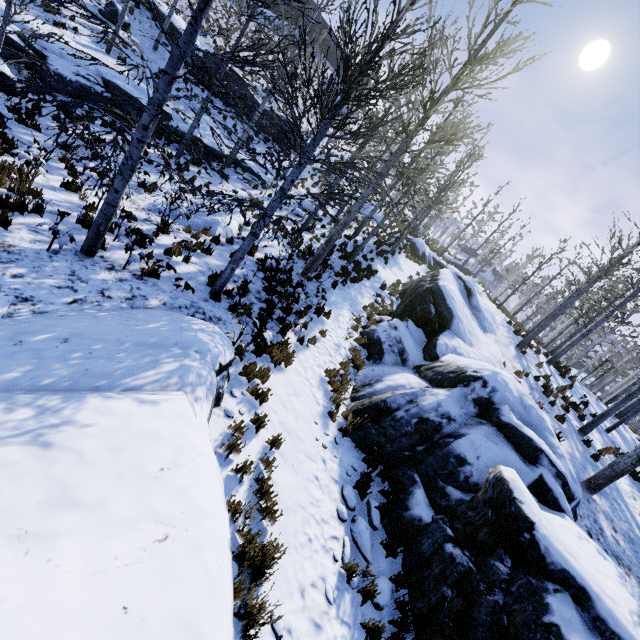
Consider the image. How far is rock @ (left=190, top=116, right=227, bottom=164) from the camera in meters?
17.2 m

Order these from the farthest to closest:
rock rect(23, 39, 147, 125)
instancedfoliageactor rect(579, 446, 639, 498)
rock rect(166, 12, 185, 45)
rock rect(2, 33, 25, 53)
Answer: rock rect(166, 12, 185, 45) < rock rect(23, 39, 147, 125) < rock rect(2, 33, 25, 53) < instancedfoliageactor rect(579, 446, 639, 498)

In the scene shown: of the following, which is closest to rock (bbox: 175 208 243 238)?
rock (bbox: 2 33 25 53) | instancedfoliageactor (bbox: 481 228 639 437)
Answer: instancedfoliageactor (bbox: 481 228 639 437)

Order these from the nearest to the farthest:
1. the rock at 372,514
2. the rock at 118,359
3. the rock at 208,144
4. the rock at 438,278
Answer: the rock at 118,359 < the rock at 438,278 < the rock at 372,514 < the rock at 208,144

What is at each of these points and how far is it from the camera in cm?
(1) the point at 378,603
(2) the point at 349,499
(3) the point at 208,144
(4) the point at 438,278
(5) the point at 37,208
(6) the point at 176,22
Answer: (1) rock, 471
(2) rock, 577
(3) rock, 1783
(4) rock, 1454
(5) instancedfoliageactor, 657
(6) rock, 2206

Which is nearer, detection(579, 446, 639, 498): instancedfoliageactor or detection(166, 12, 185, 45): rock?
detection(579, 446, 639, 498): instancedfoliageactor

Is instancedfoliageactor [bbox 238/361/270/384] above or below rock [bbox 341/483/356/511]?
above

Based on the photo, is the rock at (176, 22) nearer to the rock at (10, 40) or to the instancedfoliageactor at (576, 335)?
the rock at (10, 40)
